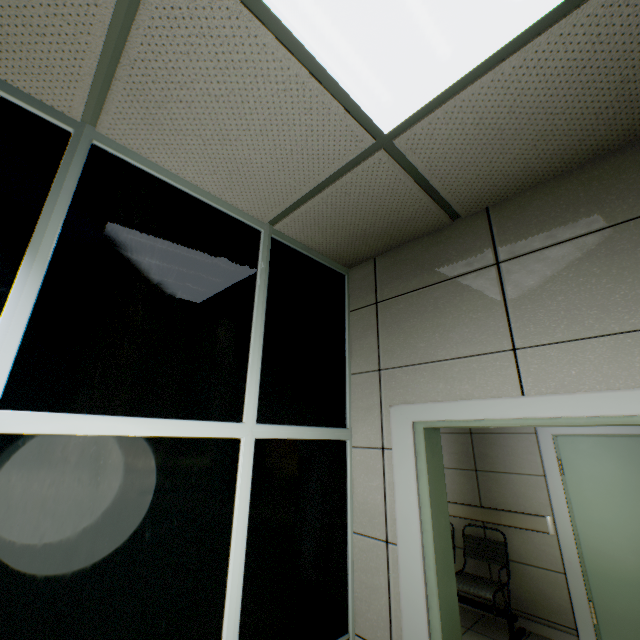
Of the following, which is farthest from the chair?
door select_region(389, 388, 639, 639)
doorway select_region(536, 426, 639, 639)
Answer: door select_region(389, 388, 639, 639)

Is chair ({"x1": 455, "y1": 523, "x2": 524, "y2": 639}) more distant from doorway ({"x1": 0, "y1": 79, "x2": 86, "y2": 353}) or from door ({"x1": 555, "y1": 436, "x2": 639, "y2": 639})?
doorway ({"x1": 0, "y1": 79, "x2": 86, "y2": 353})

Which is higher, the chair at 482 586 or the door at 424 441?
the door at 424 441

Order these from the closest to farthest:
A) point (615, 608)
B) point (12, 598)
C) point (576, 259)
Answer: point (12, 598)
point (576, 259)
point (615, 608)

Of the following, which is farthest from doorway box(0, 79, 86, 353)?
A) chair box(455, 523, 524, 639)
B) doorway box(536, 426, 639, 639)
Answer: doorway box(536, 426, 639, 639)

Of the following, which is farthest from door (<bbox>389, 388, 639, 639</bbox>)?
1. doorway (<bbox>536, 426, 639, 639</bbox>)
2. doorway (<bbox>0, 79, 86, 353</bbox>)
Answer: doorway (<bbox>536, 426, 639, 639</bbox>)

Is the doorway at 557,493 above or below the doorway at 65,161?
below

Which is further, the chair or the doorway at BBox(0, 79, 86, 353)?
the chair
